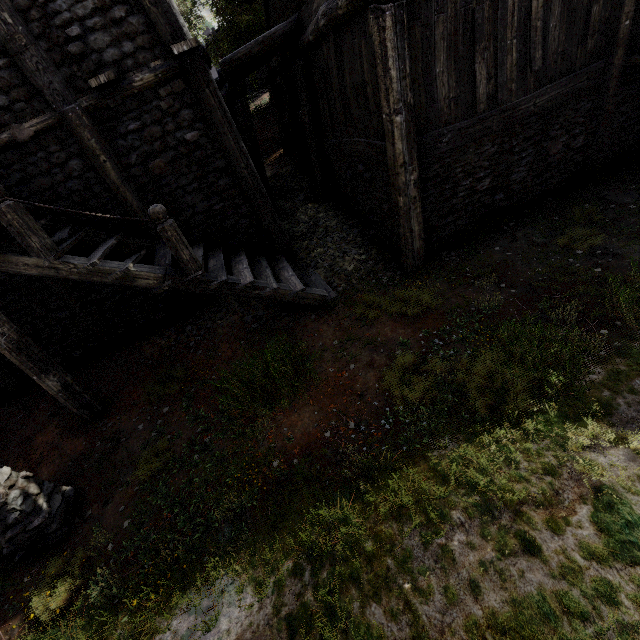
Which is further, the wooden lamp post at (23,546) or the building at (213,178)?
the building at (213,178)

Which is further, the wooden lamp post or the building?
the building

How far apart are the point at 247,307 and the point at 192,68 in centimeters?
500cm
